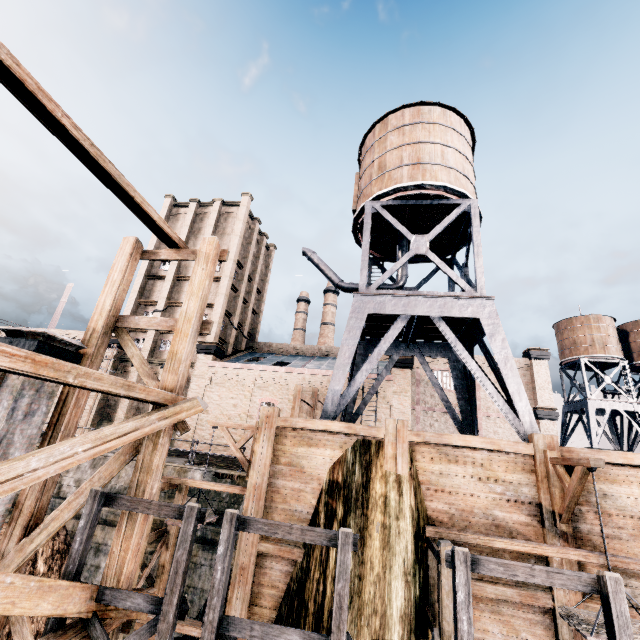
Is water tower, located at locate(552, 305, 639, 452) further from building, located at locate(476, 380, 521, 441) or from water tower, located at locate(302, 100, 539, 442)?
water tower, located at locate(302, 100, 539, 442)

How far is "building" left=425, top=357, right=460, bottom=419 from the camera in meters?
36.0 m

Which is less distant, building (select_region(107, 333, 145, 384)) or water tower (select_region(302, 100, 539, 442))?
water tower (select_region(302, 100, 539, 442))

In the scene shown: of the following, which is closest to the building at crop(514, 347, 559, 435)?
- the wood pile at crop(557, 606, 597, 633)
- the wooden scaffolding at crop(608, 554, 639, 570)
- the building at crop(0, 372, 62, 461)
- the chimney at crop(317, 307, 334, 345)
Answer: the chimney at crop(317, 307, 334, 345)

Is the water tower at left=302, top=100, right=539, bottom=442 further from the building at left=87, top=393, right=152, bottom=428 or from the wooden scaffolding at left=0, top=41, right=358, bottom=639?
the building at left=87, top=393, right=152, bottom=428

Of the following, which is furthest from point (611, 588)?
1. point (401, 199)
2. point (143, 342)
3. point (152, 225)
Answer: point (143, 342)

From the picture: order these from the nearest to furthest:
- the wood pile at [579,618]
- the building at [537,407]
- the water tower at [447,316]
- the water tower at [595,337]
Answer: the wood pile at [579,618] → the water tower at [447,316] → the building at [537,407] → the water tower at [595,337]

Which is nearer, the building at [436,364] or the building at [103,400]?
the building at [103,400]
